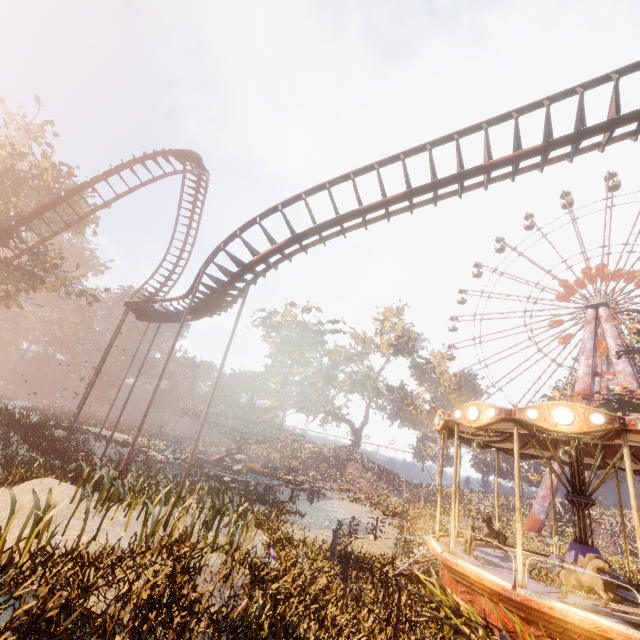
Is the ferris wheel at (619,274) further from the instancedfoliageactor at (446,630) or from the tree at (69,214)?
the tree at (69,214)

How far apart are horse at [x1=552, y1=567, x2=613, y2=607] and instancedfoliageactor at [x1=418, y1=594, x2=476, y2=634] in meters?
1.1 m

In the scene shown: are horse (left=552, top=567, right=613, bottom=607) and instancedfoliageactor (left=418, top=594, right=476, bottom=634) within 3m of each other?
yes

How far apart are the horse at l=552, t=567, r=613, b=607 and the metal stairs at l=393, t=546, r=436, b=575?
3.81m

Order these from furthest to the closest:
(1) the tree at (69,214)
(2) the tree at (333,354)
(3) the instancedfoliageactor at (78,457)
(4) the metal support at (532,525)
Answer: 1. (2) the tree at (333,354)
2. (4) the metal support at (532,525)
3. (1) the tree at (69,214)
4. (3) the instancedfoliageactor at (78,457)

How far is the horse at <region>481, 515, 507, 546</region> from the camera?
10.89m

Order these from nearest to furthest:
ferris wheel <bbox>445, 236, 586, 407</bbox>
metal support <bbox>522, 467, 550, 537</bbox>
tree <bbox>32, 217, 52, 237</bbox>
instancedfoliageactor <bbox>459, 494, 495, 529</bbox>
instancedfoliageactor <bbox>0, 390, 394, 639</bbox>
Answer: instancedfoliageactor <bbox>0, 390, 394, 639</bbox>, tree <bbox>32, 217, 52, 237</bbox>, instancedfoliageactor <bbox>459, 494, 495, 529</bbox>, metal support <bbox>522, 467, 550, 537</bbox>, ferris wheel <bbox>445, 236, 586, 407</bbox>

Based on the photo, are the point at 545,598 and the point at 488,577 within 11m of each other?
yes
